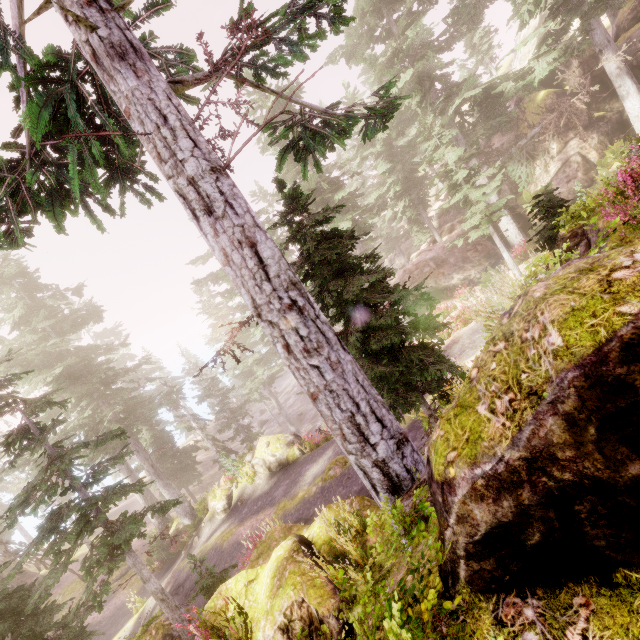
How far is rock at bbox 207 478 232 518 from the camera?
19.5 meters

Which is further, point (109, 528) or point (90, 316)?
point (90, 316)

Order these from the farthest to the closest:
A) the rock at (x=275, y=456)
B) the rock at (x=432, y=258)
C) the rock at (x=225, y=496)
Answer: the rock at (x=432, y=258), the rock at (x=225, y=496), the rock at (x=275, y=456)

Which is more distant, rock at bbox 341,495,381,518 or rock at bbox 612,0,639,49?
rock at bbox 612,0,639,49

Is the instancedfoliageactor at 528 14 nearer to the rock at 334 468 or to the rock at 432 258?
the rock at 432 258

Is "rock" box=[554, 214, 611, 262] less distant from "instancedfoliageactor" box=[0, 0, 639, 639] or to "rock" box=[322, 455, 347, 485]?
"instancedfoliageactor" box=[0, 0, 639, 639]
